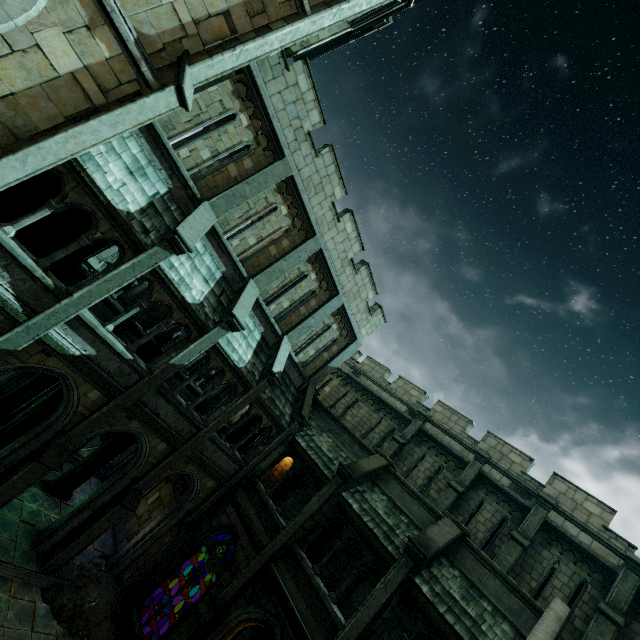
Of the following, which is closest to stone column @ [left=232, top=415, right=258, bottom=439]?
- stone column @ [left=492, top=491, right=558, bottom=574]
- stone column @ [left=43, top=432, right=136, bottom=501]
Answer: stone column @ [left=43, top=432, right=136, bottom=501]

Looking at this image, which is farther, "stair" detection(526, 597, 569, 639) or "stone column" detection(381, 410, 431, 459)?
"stone column" detection(381, 410, 431, 459)

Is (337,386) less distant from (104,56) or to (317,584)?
(317,584)

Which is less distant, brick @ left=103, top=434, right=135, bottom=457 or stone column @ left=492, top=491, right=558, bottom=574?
stone column @ left=492, top=491, right=558, bottom=574

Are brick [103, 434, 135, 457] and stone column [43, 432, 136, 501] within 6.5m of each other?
yes

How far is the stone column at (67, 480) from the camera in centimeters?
1266cm

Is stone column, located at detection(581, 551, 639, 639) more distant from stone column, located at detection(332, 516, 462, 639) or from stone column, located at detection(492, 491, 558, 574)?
stone column, located at detection(332, 516, 462, 639)

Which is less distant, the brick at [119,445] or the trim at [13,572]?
the trim at [13,572]
